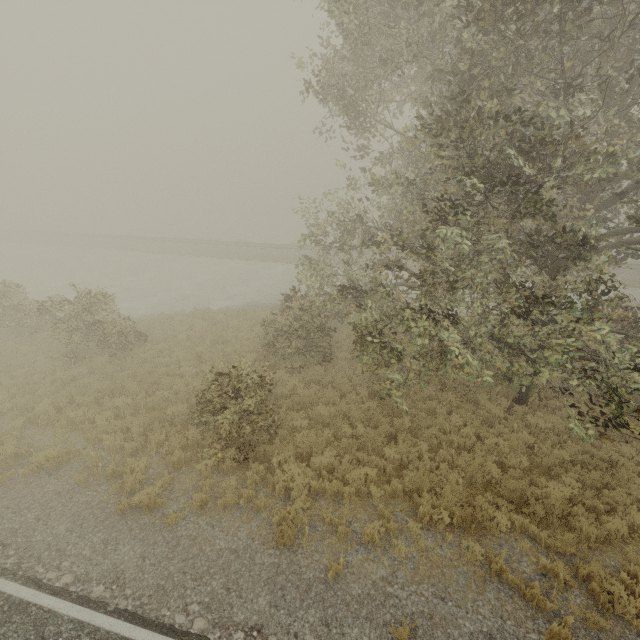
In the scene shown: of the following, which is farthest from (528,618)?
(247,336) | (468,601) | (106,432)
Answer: (247,336)
